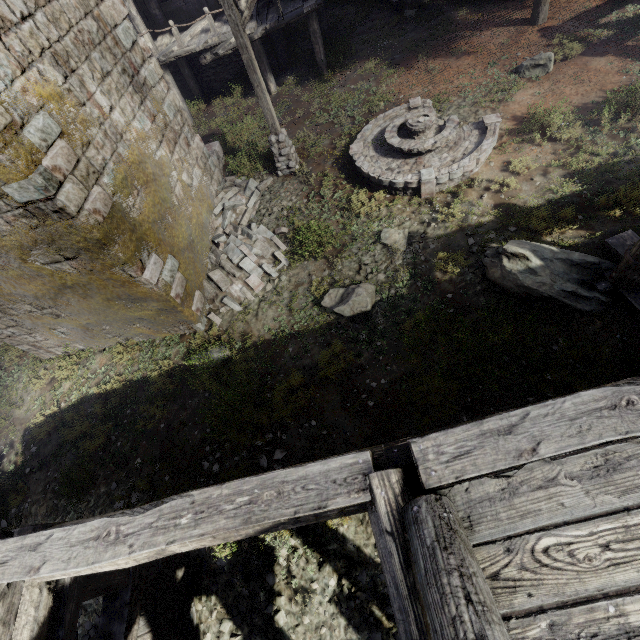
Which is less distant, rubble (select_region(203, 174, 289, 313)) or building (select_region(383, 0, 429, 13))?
rubble (select_region(203, 174, 289, 313))

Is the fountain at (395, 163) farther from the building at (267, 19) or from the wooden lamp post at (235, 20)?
the building at (267, 19)

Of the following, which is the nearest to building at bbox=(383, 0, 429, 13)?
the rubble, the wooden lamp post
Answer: the rubble

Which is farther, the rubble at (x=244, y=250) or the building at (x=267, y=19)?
the building at (x=267, y=19)

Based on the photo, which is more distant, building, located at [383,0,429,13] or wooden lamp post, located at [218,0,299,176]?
building, located at [383,0,429,13]

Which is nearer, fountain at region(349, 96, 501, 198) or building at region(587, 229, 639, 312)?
building at region(587, 229, 639, 312)

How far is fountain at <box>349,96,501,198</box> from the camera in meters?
8.6

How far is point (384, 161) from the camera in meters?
9.6
